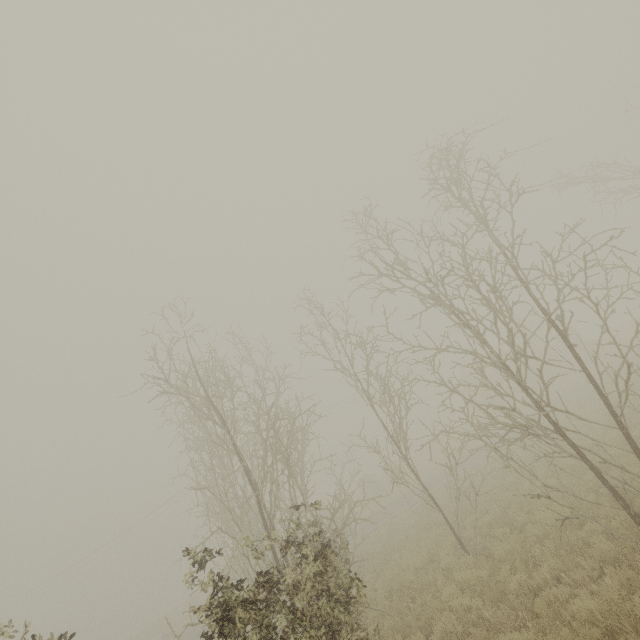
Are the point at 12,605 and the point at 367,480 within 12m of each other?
no
